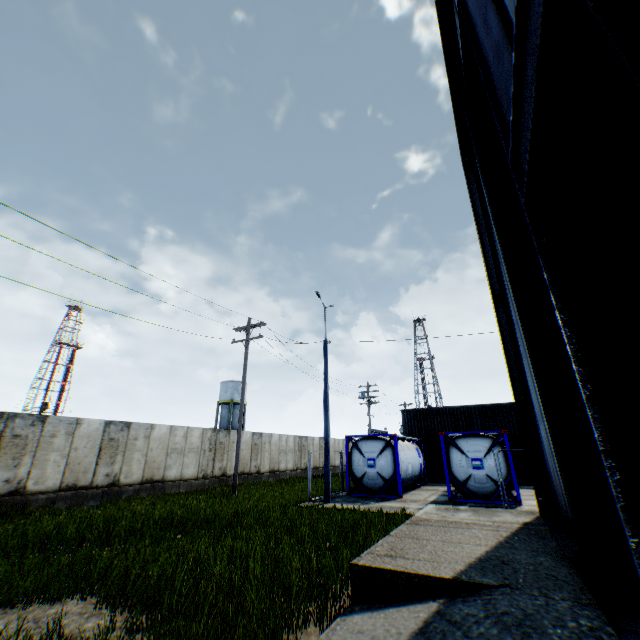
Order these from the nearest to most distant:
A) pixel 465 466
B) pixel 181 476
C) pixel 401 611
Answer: pixel 401 611 → pixel 465 466 → pixel 181 476

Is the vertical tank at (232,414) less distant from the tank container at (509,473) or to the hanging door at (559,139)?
the tank container at (509,473)

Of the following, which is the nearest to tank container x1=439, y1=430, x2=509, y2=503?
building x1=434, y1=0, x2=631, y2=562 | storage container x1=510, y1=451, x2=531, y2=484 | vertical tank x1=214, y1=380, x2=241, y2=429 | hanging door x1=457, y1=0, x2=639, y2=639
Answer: storage container x1=510, y1=451, x2=531, y2=484

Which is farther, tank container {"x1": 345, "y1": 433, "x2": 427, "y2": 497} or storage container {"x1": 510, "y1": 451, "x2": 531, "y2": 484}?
storage container {"x1": 510, "y1": 451, "x2": 531, "y2": 484}

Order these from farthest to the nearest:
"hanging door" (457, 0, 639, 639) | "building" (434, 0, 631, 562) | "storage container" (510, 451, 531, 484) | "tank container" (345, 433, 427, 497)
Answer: "storage container" (510, 451, 531, 484) < "tank container" (345, 433, 427, 497) < "building" (434, 0, 631, 562) < "hanging door" (457, 0, 639, 639)

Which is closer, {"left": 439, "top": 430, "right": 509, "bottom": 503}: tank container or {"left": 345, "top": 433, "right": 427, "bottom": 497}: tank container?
{"left": 439, "top": 430, "right": 509, "bottom": 503}: tank container

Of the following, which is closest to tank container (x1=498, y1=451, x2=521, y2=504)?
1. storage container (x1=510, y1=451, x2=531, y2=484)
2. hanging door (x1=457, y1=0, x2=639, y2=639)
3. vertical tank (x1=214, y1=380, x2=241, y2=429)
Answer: storage container (x1=510, y1=451, x2=531, y2=484)

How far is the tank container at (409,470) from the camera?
16.5m
